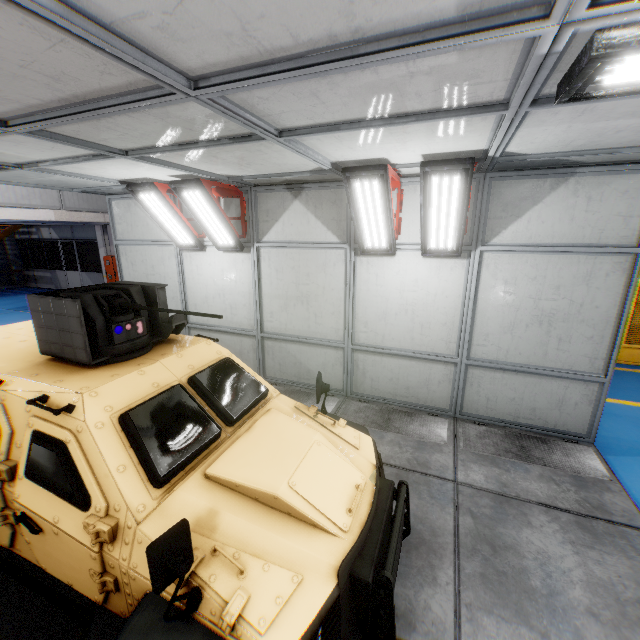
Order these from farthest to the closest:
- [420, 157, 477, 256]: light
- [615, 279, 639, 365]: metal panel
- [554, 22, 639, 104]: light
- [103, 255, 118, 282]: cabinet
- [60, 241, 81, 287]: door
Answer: [60, 241, 81, 287]: door < [103, 255, 118, 282]: cabinet < [615, 279, 639, 365]: metal panel < [420, 157, 477, 256]: light < [554, 22, 639, 104]: light

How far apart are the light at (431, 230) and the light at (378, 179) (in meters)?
0.33

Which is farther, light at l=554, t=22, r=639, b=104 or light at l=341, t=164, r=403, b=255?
light at l=341, t=164, r=403, b=255

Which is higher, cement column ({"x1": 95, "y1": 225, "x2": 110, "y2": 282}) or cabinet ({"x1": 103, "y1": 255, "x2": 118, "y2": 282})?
cement column ({"x1": 95, "y1": 225, "x2": 110, "y2": 282})

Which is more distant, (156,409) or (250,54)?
(156,409)

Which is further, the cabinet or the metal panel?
the cabinet

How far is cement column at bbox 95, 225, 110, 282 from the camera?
17.12m

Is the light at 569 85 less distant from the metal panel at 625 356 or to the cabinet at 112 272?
the metal panel at 625 356
